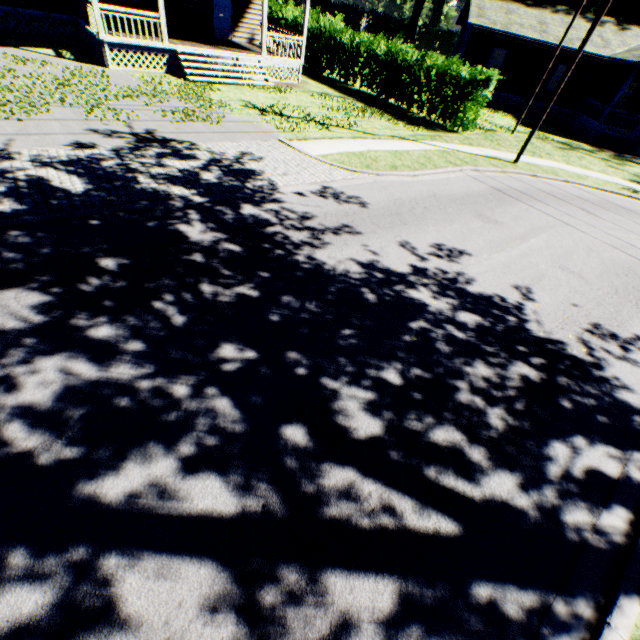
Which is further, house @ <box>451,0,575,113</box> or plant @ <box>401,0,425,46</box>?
plant @ <box>401,0,425,46</box>

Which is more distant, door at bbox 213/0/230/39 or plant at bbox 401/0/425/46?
plant at bbox 401/0/425/46

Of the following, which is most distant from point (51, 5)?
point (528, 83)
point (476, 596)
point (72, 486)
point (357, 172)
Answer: point (528, 83)

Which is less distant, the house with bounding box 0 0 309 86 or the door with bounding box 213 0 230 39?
the house with bounding box 0 0 309 86

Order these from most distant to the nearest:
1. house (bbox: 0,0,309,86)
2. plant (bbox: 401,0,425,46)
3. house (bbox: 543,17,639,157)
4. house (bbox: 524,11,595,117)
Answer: plant (bbox: 401,0,425,46), house (bbox: 524,11,595,117), house (bbox: 543,17,639,157), house (bbox: 0,0,309,86)

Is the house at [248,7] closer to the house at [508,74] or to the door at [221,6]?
the door at [221,6]

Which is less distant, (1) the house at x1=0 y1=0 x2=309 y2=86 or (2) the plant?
(1) the house at x1=0 y1=0 x2=309 y2=86

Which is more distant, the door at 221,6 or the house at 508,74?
the house at 508,74
